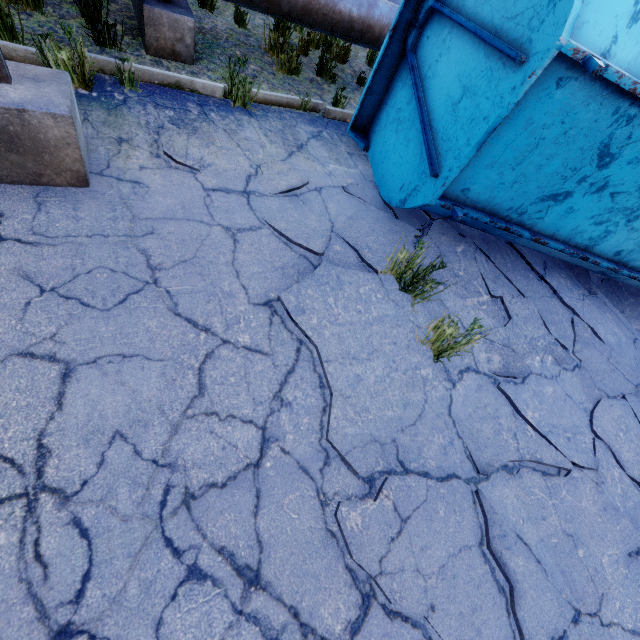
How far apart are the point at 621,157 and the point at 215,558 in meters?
4.2

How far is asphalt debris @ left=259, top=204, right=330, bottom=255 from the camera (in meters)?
3.05

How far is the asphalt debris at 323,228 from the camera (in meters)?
3.05

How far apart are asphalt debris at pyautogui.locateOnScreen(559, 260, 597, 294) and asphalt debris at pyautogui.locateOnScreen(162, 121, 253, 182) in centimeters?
414cm

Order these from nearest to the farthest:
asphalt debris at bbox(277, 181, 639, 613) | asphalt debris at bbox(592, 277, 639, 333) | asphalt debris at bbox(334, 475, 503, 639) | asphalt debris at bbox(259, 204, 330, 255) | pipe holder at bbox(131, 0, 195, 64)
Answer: asphalt debris at bbox(334, 475, 503, 639) < asphalt debris at bbox(277, 181, 639, 613) < asphalt debris at bbox(259, 204, 330, 255) < pipe holder at bbox(131, 0, 195, 64) < asphalt debris at bbox(592, 277, 639, 333)

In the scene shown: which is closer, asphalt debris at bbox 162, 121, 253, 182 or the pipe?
asphalt debris at bbox 162, 121, 253, 182

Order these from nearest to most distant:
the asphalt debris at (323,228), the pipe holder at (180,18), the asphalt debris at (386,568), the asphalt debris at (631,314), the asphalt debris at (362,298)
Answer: the asphalt debris at (386,568)
the asphalt debris at (362,298)
the asphalt debris at (323,228)
the pipe holder at (180,18)
the asphalt debris at (631,314)

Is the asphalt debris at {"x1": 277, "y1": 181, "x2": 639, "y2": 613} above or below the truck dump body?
below
